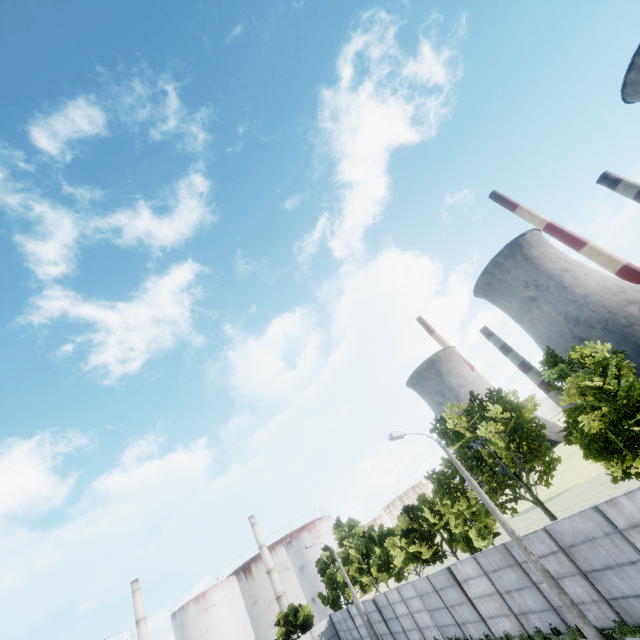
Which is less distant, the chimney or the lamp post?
the lamp post

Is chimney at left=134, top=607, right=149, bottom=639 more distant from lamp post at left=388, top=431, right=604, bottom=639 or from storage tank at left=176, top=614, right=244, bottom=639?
lamp post at left=388, top=431, right=604, bottom=639

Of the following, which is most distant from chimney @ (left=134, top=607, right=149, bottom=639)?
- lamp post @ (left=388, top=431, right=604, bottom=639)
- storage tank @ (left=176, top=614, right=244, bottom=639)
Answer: lamp post @ (left=388, top=431, right=604, bottom=639)

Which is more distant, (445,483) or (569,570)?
(445,483)

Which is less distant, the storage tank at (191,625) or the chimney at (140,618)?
the chimney at (140,618)

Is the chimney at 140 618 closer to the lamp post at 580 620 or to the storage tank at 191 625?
the storage tank at 191 625

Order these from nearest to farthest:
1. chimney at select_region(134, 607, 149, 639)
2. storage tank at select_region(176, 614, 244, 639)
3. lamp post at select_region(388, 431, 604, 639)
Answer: lamp post at select_region(388, 431, 604, 639)
chimney at select_region(134, 607, 149, 639)
storage tank at select_region(176, 614, 244, 639)

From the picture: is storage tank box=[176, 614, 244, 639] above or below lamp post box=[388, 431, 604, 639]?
above
